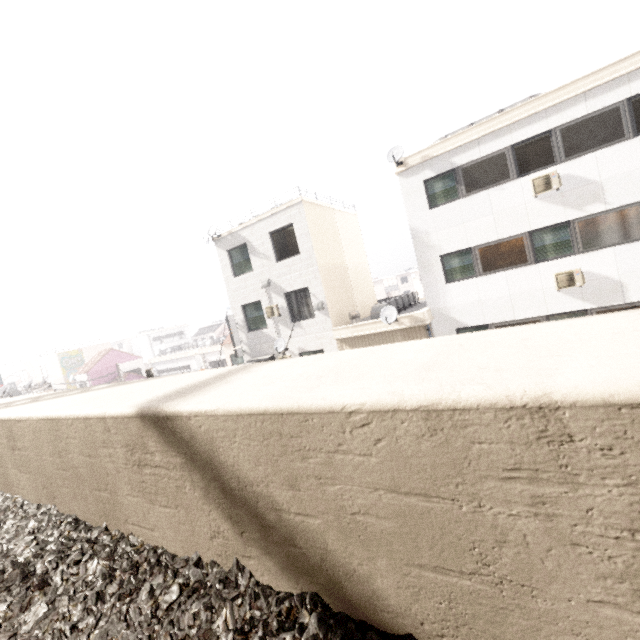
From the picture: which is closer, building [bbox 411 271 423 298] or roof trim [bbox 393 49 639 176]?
roof trim [bbox 393 49 639 176]

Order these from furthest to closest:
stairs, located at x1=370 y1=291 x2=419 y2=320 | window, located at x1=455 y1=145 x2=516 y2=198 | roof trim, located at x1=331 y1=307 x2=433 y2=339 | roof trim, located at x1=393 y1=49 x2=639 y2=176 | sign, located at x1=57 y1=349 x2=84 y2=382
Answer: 1. sign, located at x1=57 y1=349 x2=84 y2=382
2. stairs, located at x1=370 y1=291 x2=419 y2=320
3. roof trim, located at x1=331 y1=307 x2=433 y2=339
4. window, located at x1=455 y1=145 x2=516 y2=198
5. roof trim, located at x1=393 y1=49 x2=639 y2=176

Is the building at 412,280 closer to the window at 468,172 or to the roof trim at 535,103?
the roof trim at 535,103

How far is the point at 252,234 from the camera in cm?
1592

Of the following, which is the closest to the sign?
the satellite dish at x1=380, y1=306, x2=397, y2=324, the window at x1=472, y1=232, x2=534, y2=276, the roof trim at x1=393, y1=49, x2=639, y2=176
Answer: the satellite dish at x1=380, y1=306, x2=397, y2=324

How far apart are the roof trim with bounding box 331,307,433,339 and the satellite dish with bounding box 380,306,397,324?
0.02m

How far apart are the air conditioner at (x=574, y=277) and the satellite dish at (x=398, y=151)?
6.89m

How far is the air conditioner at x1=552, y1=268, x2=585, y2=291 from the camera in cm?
1042
